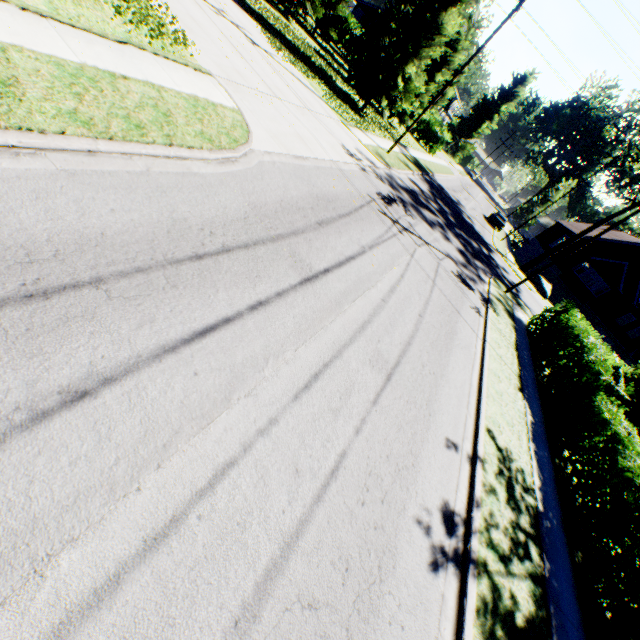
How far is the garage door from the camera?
39.9m

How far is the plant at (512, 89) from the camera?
56.61m

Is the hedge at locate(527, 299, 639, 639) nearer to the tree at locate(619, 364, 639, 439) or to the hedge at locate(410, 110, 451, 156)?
the tree at locate(619, 364, 639, 439)

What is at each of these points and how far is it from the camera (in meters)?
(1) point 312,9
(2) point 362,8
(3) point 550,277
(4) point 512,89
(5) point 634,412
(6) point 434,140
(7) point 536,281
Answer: (1) tree, 25.67
(2) house, 45.31
(3) garage door, 40.16
(4) plant, 58.06
(5) tree, 17.05
(6) hedge, 40.31
(7) rock, 33.56

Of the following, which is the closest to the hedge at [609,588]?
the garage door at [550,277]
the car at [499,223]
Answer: the car at [499,223]

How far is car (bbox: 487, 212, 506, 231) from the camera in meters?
39.9 m

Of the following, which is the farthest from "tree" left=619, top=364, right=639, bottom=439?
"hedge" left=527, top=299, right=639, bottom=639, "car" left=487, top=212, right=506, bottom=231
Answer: "car" left=487, top=212, right=506, bottom=231

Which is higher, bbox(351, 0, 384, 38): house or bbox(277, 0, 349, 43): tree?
bbox(351, 0, 384, 38): house
